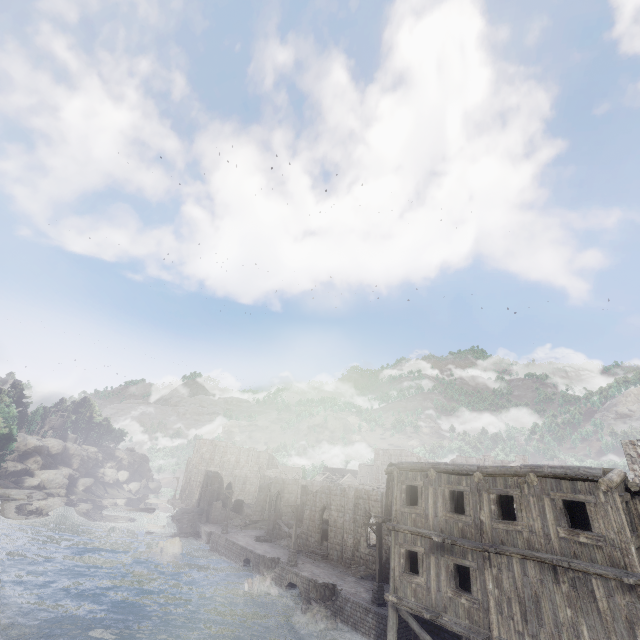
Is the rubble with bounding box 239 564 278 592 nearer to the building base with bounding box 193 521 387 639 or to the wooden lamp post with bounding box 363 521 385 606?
the building base with bounding box 193 521 387 639

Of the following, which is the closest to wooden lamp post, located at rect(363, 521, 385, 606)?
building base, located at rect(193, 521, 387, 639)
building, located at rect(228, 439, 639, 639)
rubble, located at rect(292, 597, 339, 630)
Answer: building base, located at rect(193, 521, 387, 639)

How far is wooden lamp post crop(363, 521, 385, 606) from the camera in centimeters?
2152cm

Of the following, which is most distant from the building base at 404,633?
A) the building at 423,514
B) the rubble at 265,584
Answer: the building at 423,514

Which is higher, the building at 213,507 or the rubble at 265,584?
the building at 213,507

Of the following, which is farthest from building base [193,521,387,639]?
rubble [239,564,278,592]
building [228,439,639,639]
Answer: building [228,439,639,639]

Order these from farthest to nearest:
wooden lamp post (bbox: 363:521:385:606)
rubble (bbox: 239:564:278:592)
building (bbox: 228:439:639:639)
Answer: rubble (bbox: 239:564:278:592) → wooden lamp post (bbox: 363:521:385:606) → building (bbox: 228:439:639:639)

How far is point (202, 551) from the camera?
37.7m
